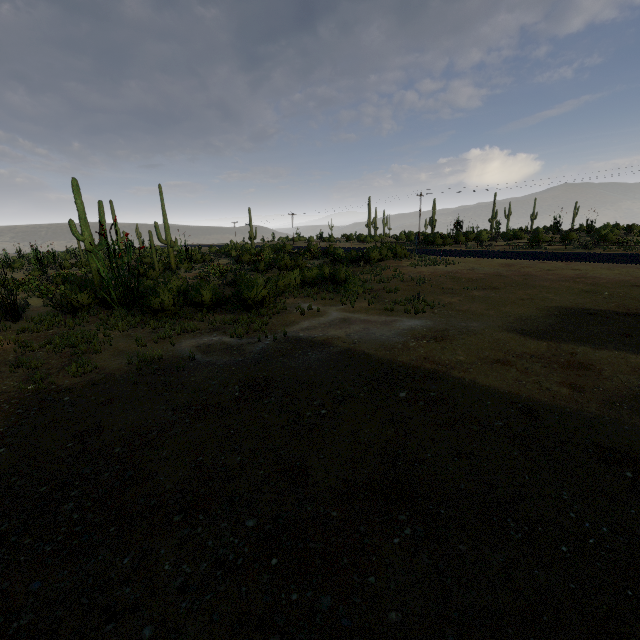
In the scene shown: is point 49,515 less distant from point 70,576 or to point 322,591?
point 70,576
